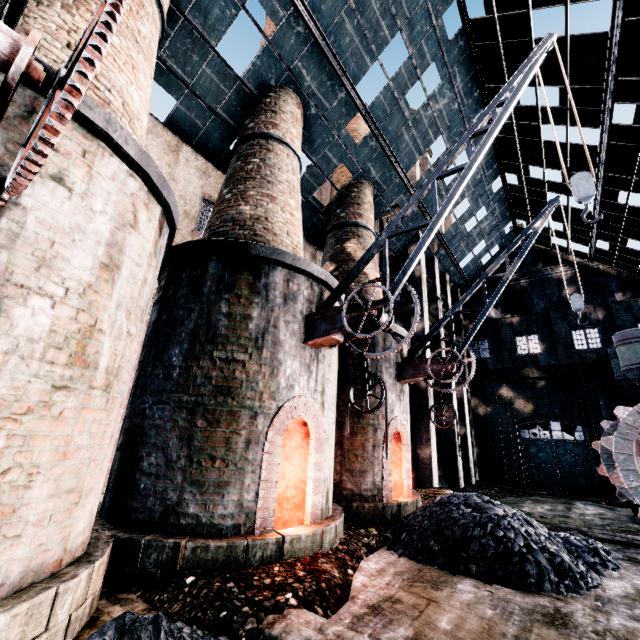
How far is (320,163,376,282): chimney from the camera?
15.7m

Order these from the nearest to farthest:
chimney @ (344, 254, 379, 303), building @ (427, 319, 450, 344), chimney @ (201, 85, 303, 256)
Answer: chimney @ (201, 85, 303, 256)
chimney @ (344, 254, 379, 303)
building @ (427, 319, 450, 344)

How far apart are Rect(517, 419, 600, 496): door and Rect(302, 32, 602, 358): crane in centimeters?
2373cm

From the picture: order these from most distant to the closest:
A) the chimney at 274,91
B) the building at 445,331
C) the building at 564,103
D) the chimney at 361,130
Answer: the building at 445,331, the chimney at 361,130, the building at 564,103, the chimney at 274,91

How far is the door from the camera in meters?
22.5 m

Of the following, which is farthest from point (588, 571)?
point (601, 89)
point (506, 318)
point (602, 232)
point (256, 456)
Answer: point (506, 318)

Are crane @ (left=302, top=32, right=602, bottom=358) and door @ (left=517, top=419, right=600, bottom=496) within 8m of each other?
no

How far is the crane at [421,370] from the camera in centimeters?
1164cm
